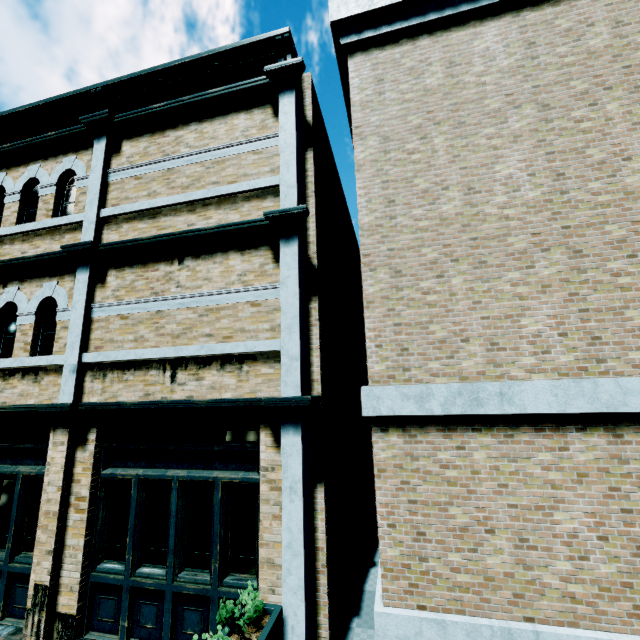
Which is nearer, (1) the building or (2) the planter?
(2) the planter

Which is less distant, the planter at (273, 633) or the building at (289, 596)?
the planter at (273, 633)

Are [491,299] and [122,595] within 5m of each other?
no
